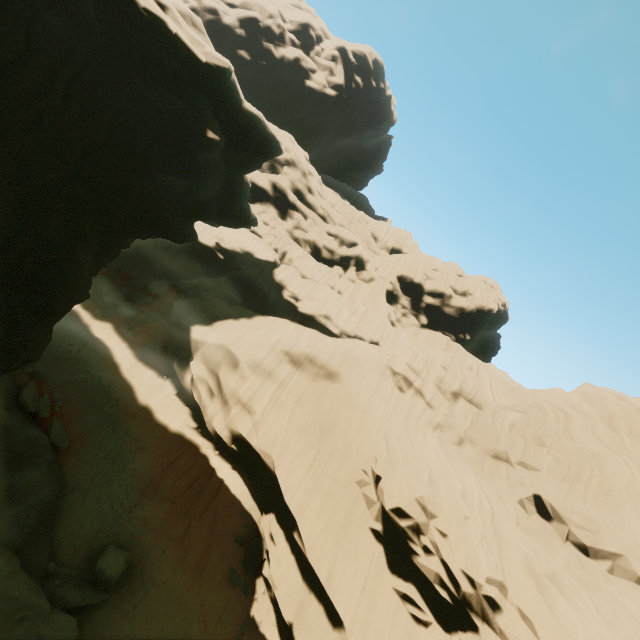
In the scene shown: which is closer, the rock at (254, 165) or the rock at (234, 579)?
the rock at (254, 165)

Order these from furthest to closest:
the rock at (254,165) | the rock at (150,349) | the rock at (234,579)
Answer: the rock at (150,349) → the rock at (234,579) → the rock at (254,165)

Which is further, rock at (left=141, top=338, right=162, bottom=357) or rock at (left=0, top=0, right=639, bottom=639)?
rock at (left=141, top=338, right=162, bottom=357)

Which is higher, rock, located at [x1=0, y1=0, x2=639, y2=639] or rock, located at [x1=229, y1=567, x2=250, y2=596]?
rock, located at [x1=0, y1=0, x2=639, y2=639]

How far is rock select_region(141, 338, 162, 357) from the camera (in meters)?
25.46

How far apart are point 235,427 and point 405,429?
11.26m

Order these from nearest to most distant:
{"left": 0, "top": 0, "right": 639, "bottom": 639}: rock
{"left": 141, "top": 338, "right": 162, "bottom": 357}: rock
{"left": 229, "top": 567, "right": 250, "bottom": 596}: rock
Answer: {"left": 0, "top": 0, "right": 639, "bottom": 639}: rock
{"left": 229, "top": 567, "right": 250, "bottom": 596}: rock
{"left": 141, "top": 338, "right": 162, "bottom": 357}: rock
